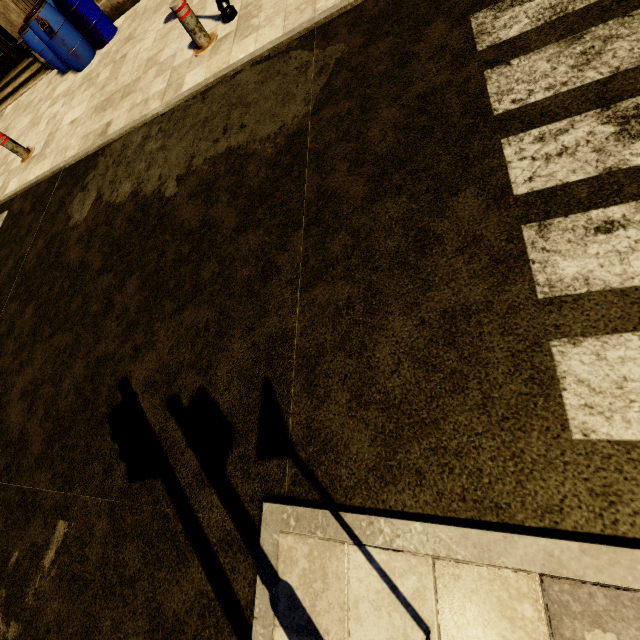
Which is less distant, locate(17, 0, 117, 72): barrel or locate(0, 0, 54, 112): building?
locate(17, 0, 117, 72): barrel

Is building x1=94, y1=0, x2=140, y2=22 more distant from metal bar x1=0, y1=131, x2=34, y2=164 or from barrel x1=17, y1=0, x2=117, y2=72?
metal bar x1=0, y1=131, x2=34, y2=164

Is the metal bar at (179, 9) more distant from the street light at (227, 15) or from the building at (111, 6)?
the building at (111, 6)

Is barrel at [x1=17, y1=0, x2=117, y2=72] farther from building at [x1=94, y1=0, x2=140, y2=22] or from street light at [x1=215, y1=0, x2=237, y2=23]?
street light at [x1=215, y1=0, x2=237, y2=23]

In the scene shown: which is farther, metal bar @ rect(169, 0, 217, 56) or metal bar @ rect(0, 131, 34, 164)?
metal bar @ rect(0, 131, 34, 164)

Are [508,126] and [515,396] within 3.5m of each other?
yes
